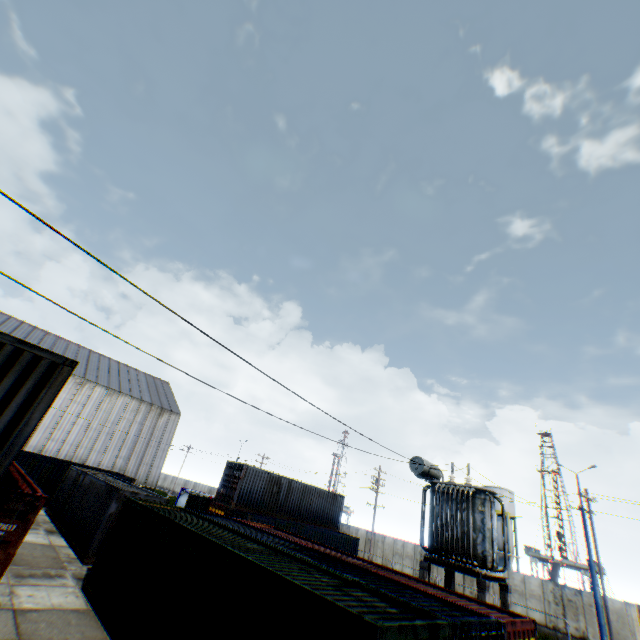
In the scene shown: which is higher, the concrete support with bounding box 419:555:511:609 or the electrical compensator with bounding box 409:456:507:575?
the electrical compensator with bounding box 409:456:507:575

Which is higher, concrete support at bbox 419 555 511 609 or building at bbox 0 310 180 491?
building at bbox 0 310 180 491

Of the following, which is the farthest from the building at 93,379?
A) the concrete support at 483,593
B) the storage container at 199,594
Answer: the concrete support at 483,593

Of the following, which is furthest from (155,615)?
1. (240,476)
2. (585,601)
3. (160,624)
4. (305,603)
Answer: (585,601)

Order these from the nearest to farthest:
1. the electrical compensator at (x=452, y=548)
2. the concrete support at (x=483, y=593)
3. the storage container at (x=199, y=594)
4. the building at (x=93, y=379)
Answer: the storage container at (x=199, y=594) → the concrete support at (x=483, y=593) → the electrical compensator at (x=452, y=548) → the building at (x=93, y=379)

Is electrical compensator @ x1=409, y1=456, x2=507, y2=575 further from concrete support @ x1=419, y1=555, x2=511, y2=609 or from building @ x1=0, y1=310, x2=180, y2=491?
building @ x1=0, y1=310, x2=180, y2=491

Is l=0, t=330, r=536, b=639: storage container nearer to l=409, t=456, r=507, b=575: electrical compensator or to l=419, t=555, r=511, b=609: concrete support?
l=419, t=555, r=511, b=609: concrete support

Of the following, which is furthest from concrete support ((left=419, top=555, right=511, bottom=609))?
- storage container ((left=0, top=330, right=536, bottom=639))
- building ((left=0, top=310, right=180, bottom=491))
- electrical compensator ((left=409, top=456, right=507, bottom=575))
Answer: building ((left=0, top=310, right=180, bottom=491))
